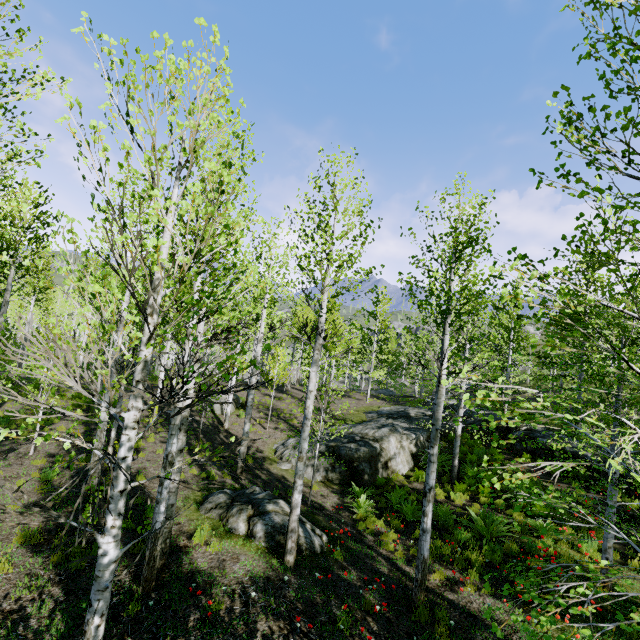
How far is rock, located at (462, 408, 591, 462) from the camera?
15.2 meters

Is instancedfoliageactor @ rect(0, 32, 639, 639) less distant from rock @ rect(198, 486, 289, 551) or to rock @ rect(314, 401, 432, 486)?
rock @ rect(198, 486, 289, 551)

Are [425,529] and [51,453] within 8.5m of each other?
no

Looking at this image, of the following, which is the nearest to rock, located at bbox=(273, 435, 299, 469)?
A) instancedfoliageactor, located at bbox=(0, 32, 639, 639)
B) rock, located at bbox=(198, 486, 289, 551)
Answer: instancedfoliageactor, located at bbox=(0, 32, 639, 639)

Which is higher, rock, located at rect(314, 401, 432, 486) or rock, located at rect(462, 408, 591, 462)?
rock, located at rect(462, 408, 591, 462)

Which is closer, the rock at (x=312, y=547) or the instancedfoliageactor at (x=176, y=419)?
the instancedfoliageactor at (x=176, y=419)

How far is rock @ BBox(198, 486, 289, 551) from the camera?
7.7m

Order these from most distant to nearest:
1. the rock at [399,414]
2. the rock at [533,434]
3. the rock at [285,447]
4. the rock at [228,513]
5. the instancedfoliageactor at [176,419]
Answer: the rock at [533,434], the rock at [285,447], the rock at [399,414], the rock at [228,513], the instancedfoliageactor at [176,419]
